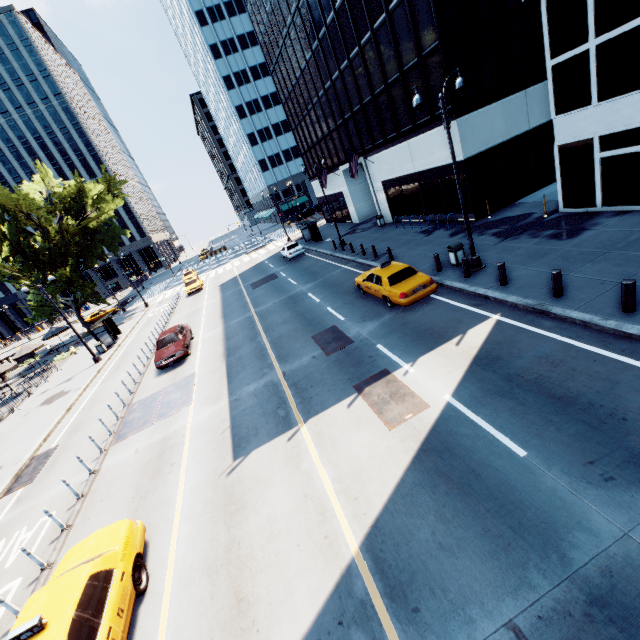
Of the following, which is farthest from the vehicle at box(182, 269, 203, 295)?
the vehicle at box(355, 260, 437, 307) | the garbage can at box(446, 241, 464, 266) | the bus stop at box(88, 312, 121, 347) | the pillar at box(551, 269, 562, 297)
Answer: the pillar at box(551, 269, 562, 297)

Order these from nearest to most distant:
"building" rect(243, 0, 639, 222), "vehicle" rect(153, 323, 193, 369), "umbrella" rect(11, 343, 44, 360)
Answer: "building" rect(243, 0, 639, 222), "vehicle" rect(153, 323, 193, 369), "umbrella" rect(11, 343, 44, 360)

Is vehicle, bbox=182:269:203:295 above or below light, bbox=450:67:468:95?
below

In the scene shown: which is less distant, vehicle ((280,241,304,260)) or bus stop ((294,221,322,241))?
vehicle ((280,241,304,260))

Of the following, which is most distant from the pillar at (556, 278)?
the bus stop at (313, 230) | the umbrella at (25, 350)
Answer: the umbrella at (25, 350)

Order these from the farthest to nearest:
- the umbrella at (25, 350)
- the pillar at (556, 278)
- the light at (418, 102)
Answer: the umbrella at (25, 350), the light at (418, 102), the pillar at (556, 278)

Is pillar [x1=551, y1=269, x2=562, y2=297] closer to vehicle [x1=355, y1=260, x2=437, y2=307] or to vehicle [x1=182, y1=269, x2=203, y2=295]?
vehicle [x1=355, y1=260, x2=437, y2=307]

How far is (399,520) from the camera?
6.1 meters
